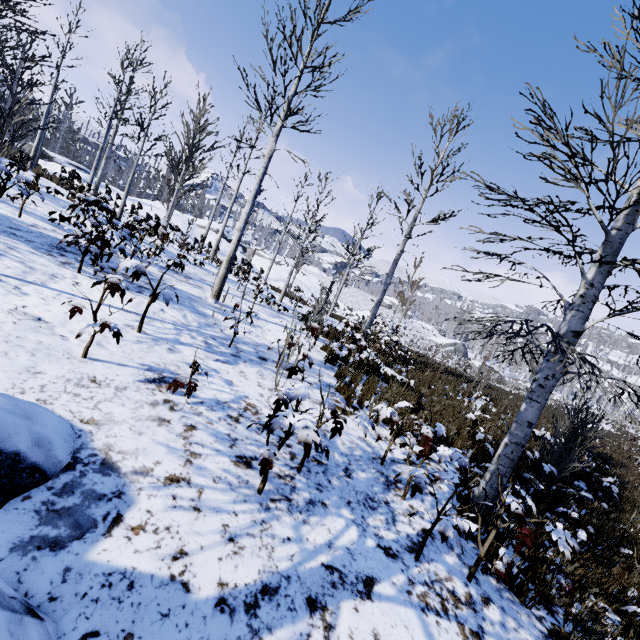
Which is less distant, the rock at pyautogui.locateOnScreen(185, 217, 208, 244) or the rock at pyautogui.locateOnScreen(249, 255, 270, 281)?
the rock at pyautogui.locateOnScreen(185, 217, 208, 244)

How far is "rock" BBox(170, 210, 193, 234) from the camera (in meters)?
27.48

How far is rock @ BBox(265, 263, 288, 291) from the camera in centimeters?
3122cm

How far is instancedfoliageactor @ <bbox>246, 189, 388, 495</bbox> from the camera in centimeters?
217cm

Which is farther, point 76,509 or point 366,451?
point 366,451

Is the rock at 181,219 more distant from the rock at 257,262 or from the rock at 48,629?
the rock at 48,629

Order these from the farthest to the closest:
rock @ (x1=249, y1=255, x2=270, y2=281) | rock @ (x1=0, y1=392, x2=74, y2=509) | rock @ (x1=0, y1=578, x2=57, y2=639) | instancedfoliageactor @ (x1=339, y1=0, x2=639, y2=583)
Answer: rock @ (x1=249, y1=255, x2=270, y2=281) < instancedfoliageactor @ (x1=339, y1=0, x2=639, y2=583) < rock @ (x1=0, y1=392, x2=74, y2=509) < rock @ (x1=0, y1=578, x2=57, y2=639)

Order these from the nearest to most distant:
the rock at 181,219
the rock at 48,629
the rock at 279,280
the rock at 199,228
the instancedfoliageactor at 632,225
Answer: the rock at 48,629 → the instancedfoliageactor at 632,225 → the rock at 199,228 → the rock at 181,219 → the rock at 279,280
